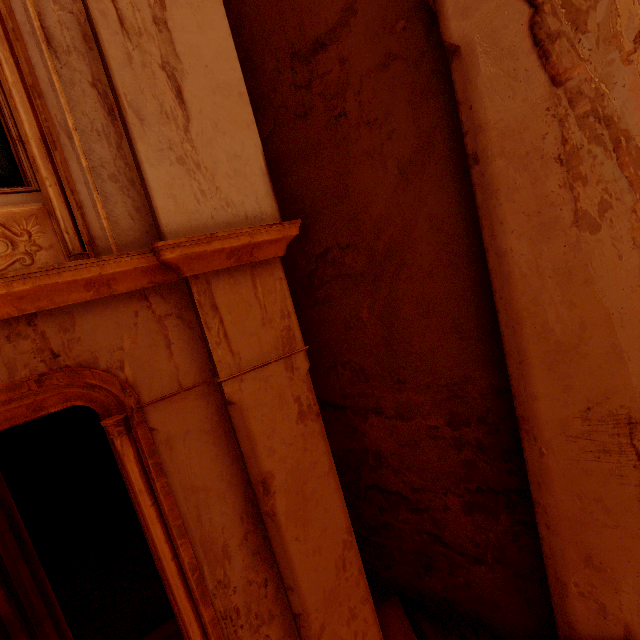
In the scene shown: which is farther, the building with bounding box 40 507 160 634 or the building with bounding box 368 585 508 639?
the building with bounding box 40 507 160 634

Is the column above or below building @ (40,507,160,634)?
above

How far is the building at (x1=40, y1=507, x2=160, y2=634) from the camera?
5.2m

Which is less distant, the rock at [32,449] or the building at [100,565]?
the building at [100,565]

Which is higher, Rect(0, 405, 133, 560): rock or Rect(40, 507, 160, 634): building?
Rect(0, 405, 133, 560): rock

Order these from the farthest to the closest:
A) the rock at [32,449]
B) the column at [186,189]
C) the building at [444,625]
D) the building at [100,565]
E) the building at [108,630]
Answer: the rock at [32,449], the building at [100,565], the building at [108,630], the building at [444,625], the column at [186,189]

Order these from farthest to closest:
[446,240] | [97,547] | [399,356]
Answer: [97,547], [399,356], [446,240]

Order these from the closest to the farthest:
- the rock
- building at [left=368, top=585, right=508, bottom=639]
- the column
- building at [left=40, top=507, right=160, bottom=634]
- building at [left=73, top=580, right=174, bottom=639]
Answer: the column → building at [left=368, top=585, right=508, bottom=639] → building at [left=73, top=580, right=174, bottom=639] → building at [left=40, top=507, right=160, bottom=634] → the rock
